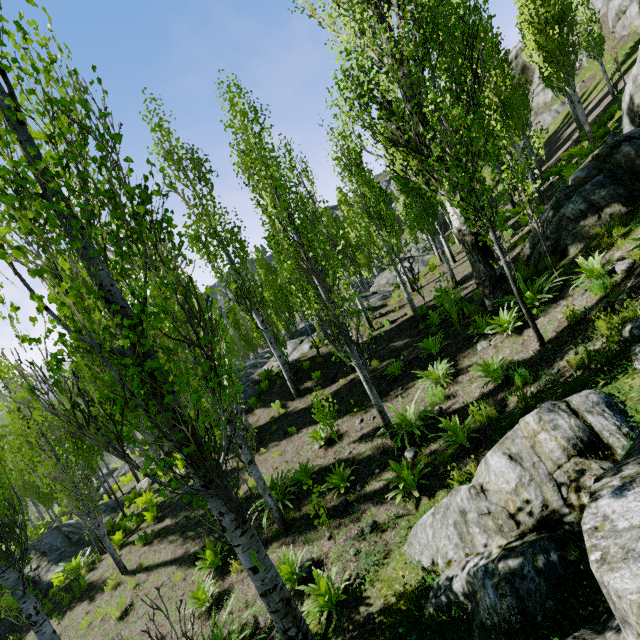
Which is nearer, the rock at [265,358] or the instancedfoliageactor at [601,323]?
the instancedfoliageactor at [601,323]

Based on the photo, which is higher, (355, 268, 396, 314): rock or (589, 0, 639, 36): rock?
(589, 0, 639, 36): rock

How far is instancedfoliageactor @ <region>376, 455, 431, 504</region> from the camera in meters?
5.7

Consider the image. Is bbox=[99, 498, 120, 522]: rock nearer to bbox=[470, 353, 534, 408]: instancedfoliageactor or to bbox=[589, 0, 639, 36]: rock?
bbox=[470, 353, 534, 408]: instancedfoliageactor

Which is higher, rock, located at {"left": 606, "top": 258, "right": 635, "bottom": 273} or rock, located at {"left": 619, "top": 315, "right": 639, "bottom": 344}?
Answer: rock, located at {"left": 606, "top": 258, "right": 635, "bottom": 273}

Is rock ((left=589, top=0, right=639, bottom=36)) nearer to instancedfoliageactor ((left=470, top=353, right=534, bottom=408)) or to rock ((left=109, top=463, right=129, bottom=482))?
instancedfoliageactor ((left=470, top=353, right=534, bottom=408))

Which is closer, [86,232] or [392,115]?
[86,232]

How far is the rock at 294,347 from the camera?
18.4m
